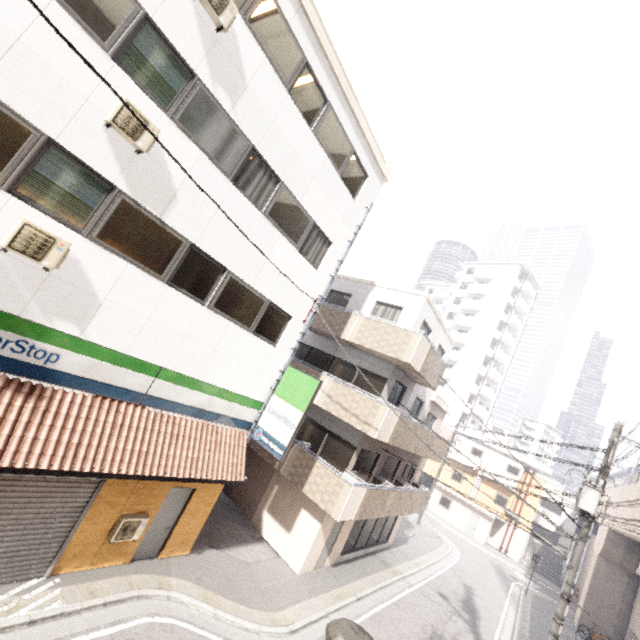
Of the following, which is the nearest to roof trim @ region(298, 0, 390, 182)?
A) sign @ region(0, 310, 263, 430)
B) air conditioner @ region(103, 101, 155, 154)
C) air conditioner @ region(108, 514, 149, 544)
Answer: air conditioner @ region(103, 101, 155, 154)

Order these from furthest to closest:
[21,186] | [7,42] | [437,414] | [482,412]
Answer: [482,412] → [437,414] → [21,186] → [7,42]

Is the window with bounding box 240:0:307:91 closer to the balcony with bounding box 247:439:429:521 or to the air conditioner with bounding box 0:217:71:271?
the air conditioner with bounding box 0:217:71:271

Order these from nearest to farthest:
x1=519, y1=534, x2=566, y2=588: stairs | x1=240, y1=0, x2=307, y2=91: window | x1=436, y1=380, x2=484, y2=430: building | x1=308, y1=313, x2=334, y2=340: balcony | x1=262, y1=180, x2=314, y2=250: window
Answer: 1. x1=240, y1=0, x2=307, y2=91: window
2. x1=262, y1=180, x2=314, y2=250: window
3. x1=308, y1=313, x2=334, y2=340: balcony
4. x1=519, y1=534, x2=566, y2=588: stairs
5. x1=436, y1=380, x2=484, y2=430: building

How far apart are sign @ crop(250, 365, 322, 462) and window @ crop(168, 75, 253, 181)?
5.9 meters

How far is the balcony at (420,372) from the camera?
12.3m

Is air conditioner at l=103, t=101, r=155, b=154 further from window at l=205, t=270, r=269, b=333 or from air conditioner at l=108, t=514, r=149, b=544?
air conditioner at l=108, t=514, r=149, b=544

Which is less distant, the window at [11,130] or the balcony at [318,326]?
the window at [11,130]
